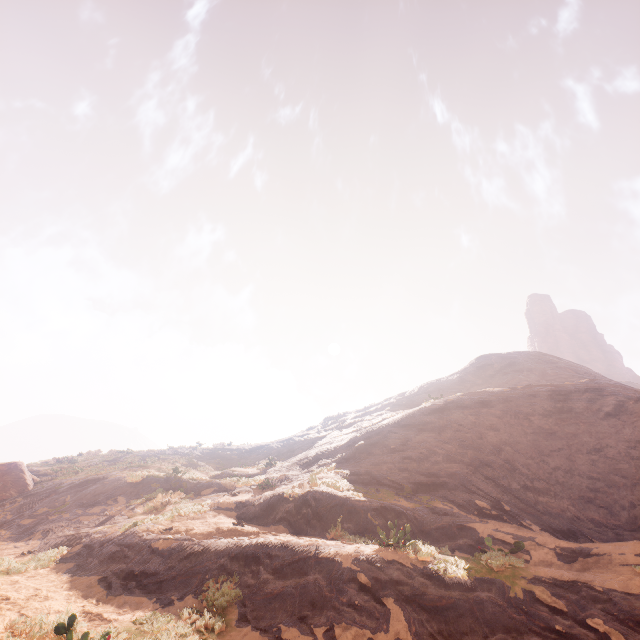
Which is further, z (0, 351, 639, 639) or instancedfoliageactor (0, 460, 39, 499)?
instancedfoliageactor (0, 460, 39, 499)

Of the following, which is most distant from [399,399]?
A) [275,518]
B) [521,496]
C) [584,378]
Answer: [275,518]

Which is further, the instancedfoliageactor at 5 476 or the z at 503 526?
the instancedfoliageactor at 5 476
